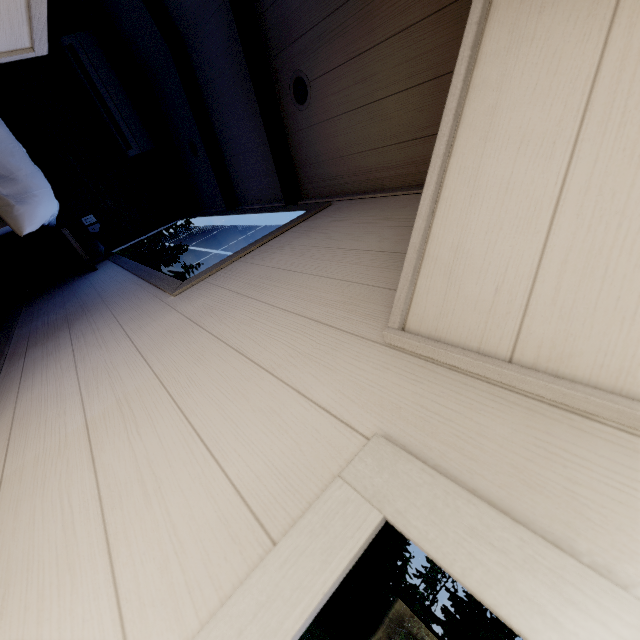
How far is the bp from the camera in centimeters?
198cm

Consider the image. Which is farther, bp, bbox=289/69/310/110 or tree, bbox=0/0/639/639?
bp, bbox=289/69/310/110

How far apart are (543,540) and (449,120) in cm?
78

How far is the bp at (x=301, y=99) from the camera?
2.0 meters

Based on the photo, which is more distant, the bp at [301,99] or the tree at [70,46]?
the bp at [301,99]
